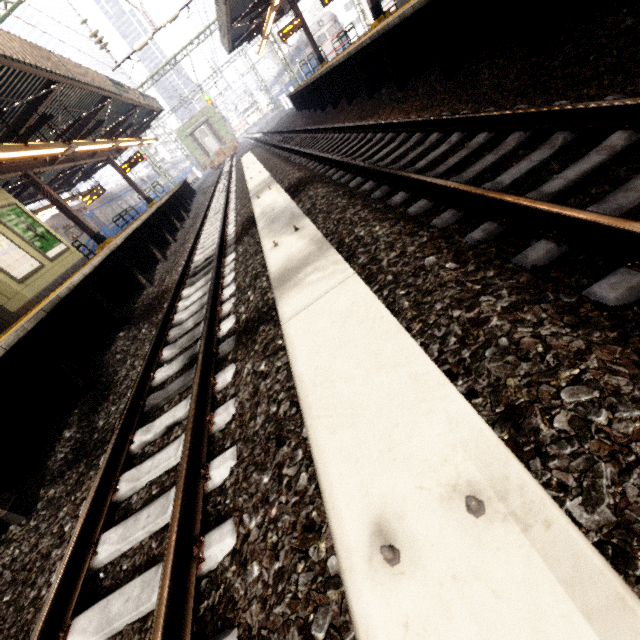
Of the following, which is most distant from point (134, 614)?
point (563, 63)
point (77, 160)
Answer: point (77, 160)

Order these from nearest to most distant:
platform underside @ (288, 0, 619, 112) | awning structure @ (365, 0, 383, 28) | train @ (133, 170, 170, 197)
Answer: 1. platform underside @ (288, 0, 619, 112)
2. awning structure @ (365, 0, 383, 28)
3. train @ (133, 170, 170, 197)

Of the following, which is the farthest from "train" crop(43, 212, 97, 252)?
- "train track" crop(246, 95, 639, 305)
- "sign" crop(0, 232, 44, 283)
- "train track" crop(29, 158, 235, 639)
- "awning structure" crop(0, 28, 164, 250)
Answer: "sign" crop(0, 232, 44, 283)

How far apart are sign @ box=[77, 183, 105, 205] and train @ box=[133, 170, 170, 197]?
19.6m

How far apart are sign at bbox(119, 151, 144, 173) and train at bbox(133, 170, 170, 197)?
20.0 meters

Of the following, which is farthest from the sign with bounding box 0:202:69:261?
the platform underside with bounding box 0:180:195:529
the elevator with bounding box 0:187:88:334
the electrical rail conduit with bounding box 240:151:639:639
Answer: the electrical rail conduit with bounding box 240:151:639:639

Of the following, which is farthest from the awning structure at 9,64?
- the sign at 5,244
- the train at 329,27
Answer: the train at 329,27

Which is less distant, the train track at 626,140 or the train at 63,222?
the train track at 626,140
